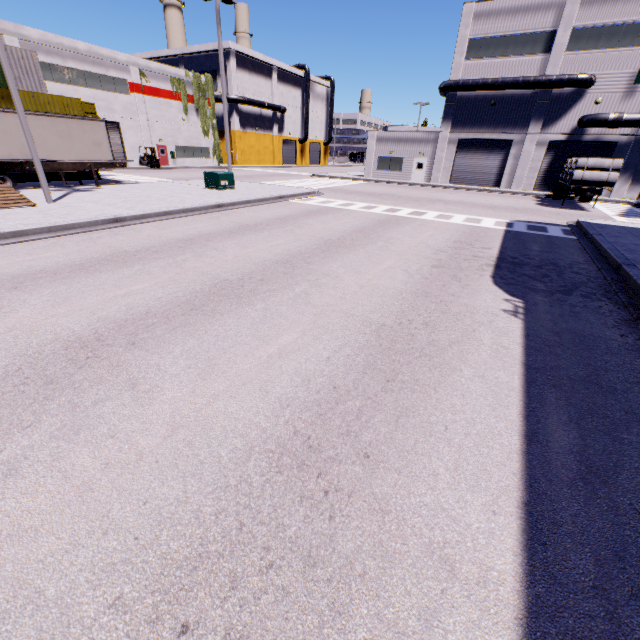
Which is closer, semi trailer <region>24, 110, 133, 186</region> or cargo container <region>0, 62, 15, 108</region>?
semi trailer <region>24, 110, 133, 186</region>

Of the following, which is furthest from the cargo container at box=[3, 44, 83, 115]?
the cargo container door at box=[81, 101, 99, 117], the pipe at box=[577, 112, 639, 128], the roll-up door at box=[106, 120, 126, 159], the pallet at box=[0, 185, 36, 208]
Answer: the pallet at box=[0, 185, 36, 208]

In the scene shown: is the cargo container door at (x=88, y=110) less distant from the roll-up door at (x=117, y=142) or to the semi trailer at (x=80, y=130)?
the roll-up door at (x=117, y=142)

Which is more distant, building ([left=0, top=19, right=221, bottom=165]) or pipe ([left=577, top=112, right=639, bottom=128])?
building ([left=0, top=19, right=221, bottom=165])

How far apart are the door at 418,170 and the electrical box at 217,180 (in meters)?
23.36

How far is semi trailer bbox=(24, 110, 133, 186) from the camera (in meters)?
18.33

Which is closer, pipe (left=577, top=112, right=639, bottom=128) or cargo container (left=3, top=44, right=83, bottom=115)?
cargo container (left=3, top=44, right=83, bottom=115)

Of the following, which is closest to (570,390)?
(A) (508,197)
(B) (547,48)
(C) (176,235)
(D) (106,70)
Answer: (C) (176,235)
